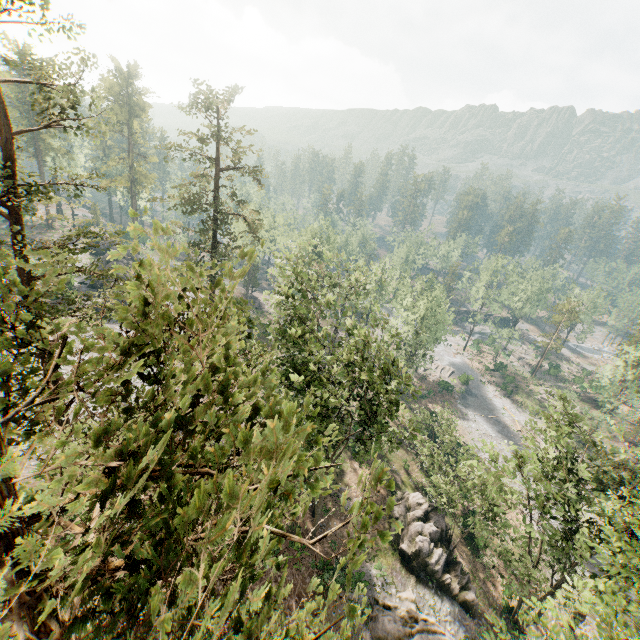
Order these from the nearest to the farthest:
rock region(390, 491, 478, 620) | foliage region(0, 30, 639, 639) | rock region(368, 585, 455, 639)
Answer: foliage region(0, 30, 639, 639), rock region(368, 585, 455, 639), rock region(390, 491, 478, 620)

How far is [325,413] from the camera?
22.8 meters

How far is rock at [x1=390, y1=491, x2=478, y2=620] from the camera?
26.7m

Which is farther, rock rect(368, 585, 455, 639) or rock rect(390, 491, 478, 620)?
rock rect(390, 491, 478, 620)

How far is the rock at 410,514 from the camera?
26.7 meters

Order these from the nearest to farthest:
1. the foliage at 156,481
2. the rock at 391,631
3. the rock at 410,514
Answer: the foliage at 156,481, the rock at 391,631, the rock at 410,514

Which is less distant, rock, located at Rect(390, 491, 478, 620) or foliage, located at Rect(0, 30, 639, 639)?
foliage, located at Rect(0, 30, 639, 639)
